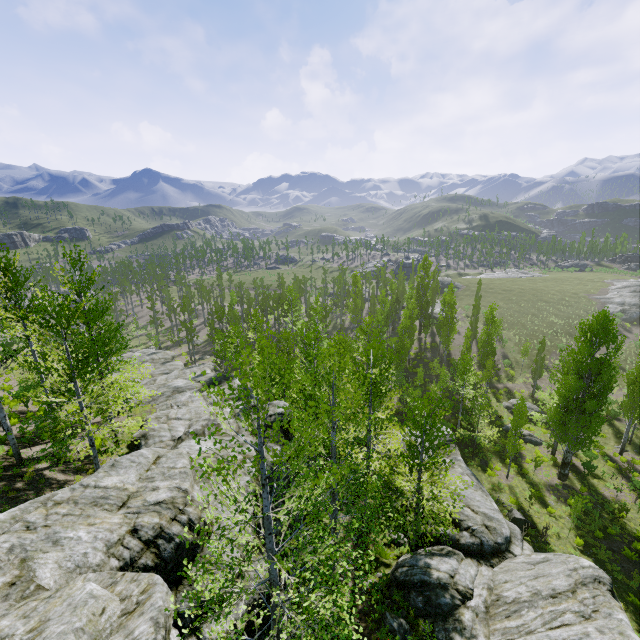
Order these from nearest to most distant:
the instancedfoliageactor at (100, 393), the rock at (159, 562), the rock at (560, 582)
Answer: the rock at (159, 562) → the rock at (560, 582) → the instancedfoliageactor at (100, 393)

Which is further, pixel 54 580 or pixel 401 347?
pixel 401 347

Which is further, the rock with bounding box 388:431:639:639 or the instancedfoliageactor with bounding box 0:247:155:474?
the instancedfoliageactor with bounding box 0:247:155:474

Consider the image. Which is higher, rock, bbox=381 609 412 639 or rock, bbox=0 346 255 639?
rock, bbox=0 346 255 639

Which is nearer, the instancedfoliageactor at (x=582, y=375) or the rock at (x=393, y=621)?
the instancedfoliageactor at (x=582, y=375)

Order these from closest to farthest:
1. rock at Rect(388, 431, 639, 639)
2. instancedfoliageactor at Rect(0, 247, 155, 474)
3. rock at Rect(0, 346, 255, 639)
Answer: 1. rock at Rect(0, 346, 255, 639)
2. rock at Rect(388, 431, 639, 639)
3. instancedfoliageactor at Rect(0, 247, 155, 474)

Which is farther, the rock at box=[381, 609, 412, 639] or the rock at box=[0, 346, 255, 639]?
the rock at box=[381, 609, 412, 639]
